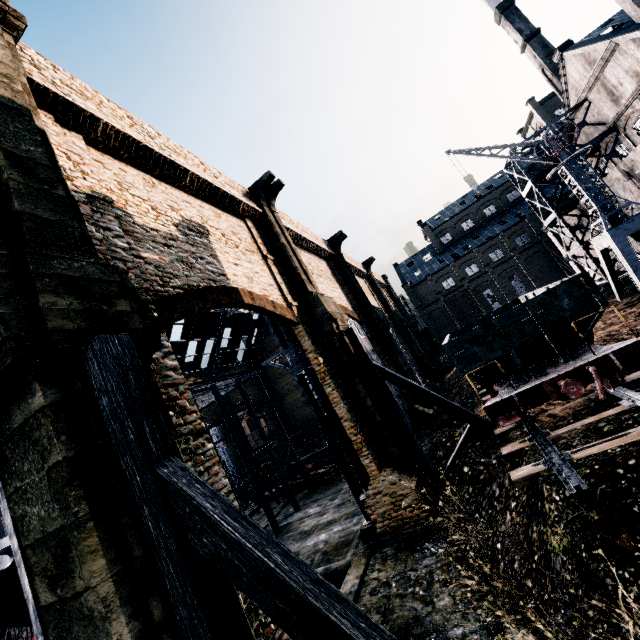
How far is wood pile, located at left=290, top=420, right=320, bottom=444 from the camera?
46.89m

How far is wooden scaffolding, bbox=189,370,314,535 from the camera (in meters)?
22.83

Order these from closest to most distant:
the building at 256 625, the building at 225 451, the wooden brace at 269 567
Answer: the wooden brace at 269 567, the building at 256 625, the building at 225 451

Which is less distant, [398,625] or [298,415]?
[398,625]

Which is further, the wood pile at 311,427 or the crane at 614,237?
the wood pile at 311,427

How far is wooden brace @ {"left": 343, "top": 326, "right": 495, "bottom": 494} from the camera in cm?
1379

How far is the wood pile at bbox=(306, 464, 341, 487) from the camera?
27.8 meters

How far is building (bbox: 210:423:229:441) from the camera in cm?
4509
